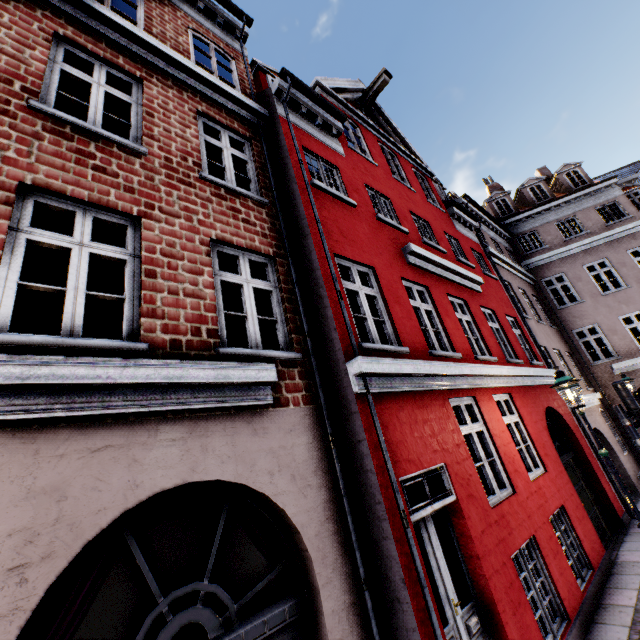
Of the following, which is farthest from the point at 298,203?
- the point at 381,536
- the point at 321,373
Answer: the point at 381,536

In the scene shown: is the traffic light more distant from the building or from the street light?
the street light

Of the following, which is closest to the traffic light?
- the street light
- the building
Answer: the building

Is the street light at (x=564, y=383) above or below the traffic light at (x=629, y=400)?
above

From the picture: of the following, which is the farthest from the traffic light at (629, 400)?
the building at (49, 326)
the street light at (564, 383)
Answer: the street light at (564, 383)

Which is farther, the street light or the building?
the street light

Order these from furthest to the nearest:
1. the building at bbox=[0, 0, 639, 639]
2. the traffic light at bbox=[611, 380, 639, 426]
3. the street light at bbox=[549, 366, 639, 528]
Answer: the traffic light at bbox=[611, 380, 639, 426]
the street light at bbox=[549, 366, 639, 528]
the building at bbox=[0, 0, 639, 639]
